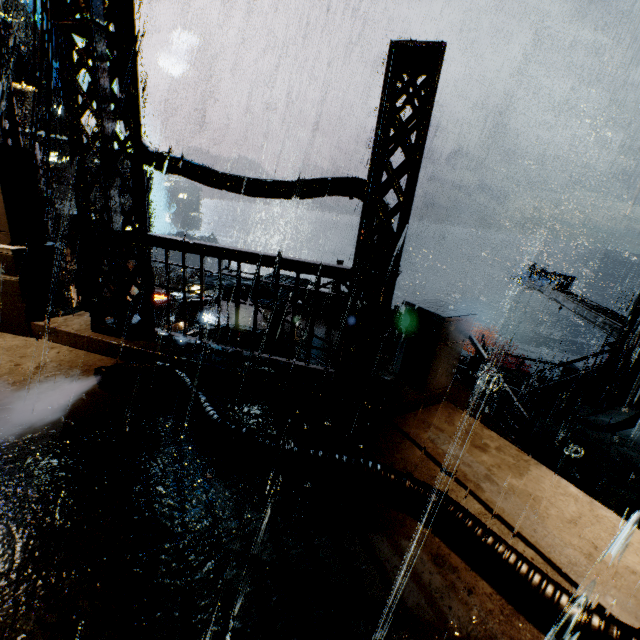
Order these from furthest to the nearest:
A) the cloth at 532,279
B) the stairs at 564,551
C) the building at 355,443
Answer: the cloth at 532,279, the stairs at 564,551, the building at 355,443

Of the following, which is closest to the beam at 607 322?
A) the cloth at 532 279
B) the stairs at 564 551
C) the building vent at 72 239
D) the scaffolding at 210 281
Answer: the cloth at 532 279

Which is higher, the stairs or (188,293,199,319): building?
the stairs

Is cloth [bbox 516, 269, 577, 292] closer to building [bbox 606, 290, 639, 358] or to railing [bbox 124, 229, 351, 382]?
building [bbox 606, 290, 639, 358]

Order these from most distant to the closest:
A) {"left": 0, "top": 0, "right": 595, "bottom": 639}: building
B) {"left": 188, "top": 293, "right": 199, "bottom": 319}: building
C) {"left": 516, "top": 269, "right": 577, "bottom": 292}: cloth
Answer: {"left": 516, "top": 269, "right": 577, "bottom": 292}: cloth
{"left": 188, "top": 293, "right": 199, "bottom": 319}: building
{"left": 0, "top": 0, "right": 595, "bottom": 639}: building

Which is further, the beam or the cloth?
the cloth

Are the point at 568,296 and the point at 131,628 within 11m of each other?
no

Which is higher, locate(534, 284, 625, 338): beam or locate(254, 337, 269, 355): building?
locate(534, 284, 625, 338): beam
